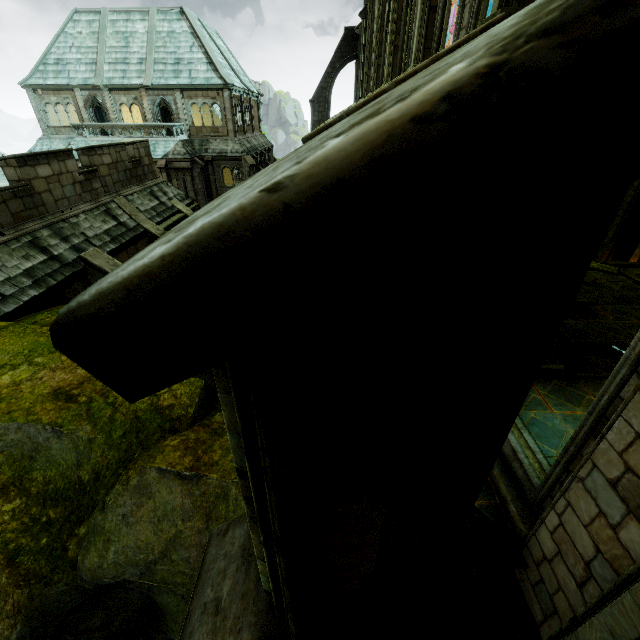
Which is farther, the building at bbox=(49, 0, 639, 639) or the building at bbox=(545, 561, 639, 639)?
the building at bbox=(545, 561, 639, 639)

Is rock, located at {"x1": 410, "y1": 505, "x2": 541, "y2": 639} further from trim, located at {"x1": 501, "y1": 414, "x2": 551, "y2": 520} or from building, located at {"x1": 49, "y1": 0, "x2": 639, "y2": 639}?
trim, located at {"x1": 501, "y1": 414, "x2": 551, "y2": 520}

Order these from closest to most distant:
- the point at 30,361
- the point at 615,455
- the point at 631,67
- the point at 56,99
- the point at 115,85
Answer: the point at 631,67, the point at 615,455, the point at 30,361, the point at 115,85, the point at 56,99

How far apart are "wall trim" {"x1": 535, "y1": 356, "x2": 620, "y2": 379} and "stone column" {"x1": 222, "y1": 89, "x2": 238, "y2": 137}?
31.9m

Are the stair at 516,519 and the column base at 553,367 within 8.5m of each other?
yes

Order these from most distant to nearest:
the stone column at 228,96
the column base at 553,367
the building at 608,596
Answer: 1. the stone column at 228,96
2. the column base at 553,367
3. the building at 608,596

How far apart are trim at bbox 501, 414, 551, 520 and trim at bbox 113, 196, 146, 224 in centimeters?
1531cm

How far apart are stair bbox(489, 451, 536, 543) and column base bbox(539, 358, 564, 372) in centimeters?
137cm
